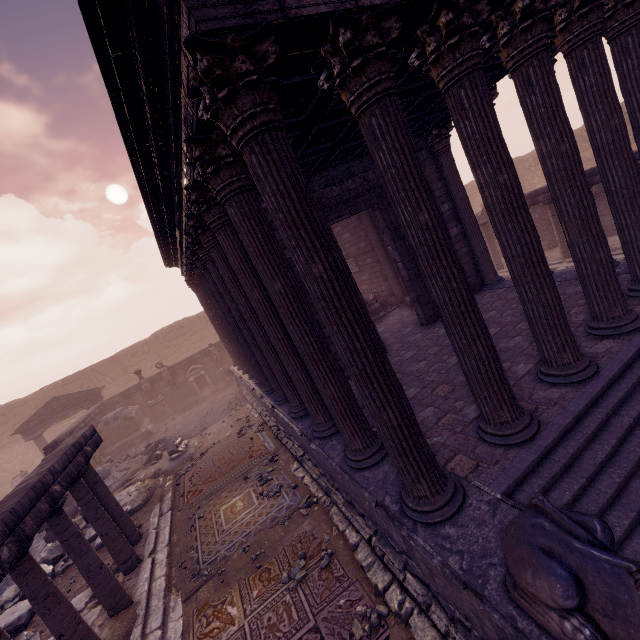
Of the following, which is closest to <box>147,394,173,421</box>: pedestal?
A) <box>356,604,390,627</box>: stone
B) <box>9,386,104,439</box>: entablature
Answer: <box>9,386,104,439</box>: entablature

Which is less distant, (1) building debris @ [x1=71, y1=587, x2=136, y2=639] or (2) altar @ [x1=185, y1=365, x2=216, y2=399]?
(1) building debris @ [x1=71, y1=587, x2=136, y2=639]

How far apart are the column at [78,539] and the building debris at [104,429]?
12.41m

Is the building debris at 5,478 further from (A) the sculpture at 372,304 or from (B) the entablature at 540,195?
(B) the entablature at 540,195

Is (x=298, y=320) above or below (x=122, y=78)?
below

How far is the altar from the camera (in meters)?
20.43

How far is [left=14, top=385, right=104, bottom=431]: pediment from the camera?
18.5m

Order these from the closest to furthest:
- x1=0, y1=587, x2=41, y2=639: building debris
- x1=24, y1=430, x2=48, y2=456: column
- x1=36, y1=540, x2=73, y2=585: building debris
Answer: x1=0, y1=587, x2=41, y2=639: building debris, x1=36, y1=540, x2=73, y2=585: building debris, x1=24, y1=430, x2=48, y2=456: column
